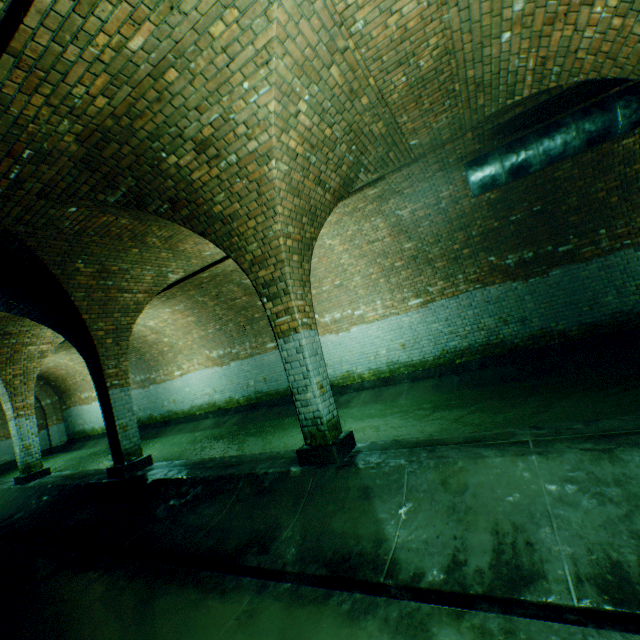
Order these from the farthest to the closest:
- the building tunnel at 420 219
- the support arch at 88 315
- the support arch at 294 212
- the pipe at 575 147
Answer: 1. the support arch at 88 315
2. the pipe at 575 147
3. the support arch at 294 212
4. the building tunnel at 420 219

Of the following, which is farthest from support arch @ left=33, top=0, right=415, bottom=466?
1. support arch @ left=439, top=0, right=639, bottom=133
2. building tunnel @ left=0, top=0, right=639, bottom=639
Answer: support arch @ left=439, top=0, right=639, bottom=133

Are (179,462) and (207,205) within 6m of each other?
yes

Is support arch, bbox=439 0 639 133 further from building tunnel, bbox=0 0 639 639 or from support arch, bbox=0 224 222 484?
support arch, bbox=0 224 222 484

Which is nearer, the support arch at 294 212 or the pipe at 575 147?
the support arch at 294 212

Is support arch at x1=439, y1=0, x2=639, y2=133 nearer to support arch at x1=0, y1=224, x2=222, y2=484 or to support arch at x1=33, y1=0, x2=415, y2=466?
support arch at x1=33, y1=0, x2=415, y2=466

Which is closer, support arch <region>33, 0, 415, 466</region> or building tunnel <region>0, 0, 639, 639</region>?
building tunnel <region>0, 0, 639, 639</region>

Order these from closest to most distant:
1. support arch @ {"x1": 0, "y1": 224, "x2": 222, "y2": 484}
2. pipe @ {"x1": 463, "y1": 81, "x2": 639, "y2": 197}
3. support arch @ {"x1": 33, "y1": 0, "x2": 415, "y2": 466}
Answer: support arch @ {"x1": 33, "y1": 0, "x2": 415, "y2": 466} < pipe @ {"x1": 463, "y1": 81, "x2": 639, "y2": 197} < support arch @ {"x1": 0, "y1": 224, "x2": 222, "y2": 484}
